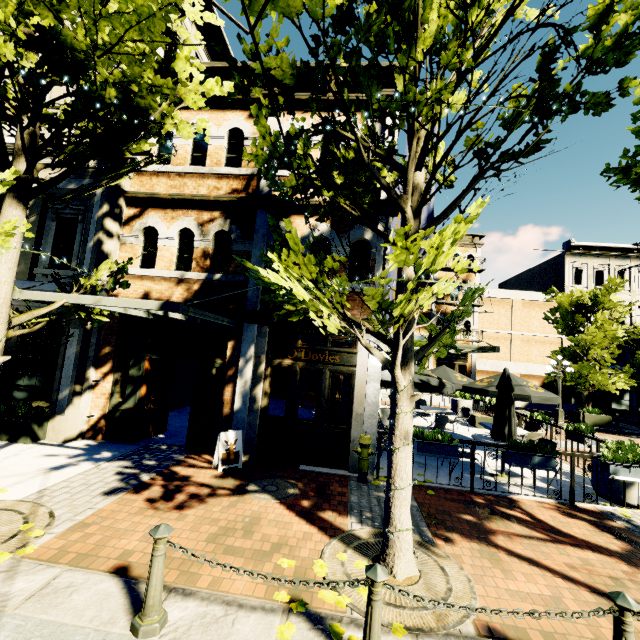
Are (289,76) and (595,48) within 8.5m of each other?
yes

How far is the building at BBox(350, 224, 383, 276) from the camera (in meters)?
7.54

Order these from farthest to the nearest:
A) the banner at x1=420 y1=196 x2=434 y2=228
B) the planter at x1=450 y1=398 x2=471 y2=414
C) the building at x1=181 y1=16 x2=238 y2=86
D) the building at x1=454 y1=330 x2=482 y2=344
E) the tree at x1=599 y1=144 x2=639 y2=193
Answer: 1. the building at x1=454 y1=330 x2=482 y2=344
2. the planter at x1=450 y1=398 x2=471 y2=414
3. the building at x1=181 y1=16 x2=238 y2=86
4. the banner at x1=420 y1=196 x2=434 y2=228
5. the tree at x1=599 y1=144 x2=639 y2=193

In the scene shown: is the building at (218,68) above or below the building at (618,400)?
above

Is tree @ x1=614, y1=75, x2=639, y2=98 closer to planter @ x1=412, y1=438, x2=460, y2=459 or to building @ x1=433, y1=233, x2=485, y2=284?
building @ x1=433, y1=233, x2=485, y2=284

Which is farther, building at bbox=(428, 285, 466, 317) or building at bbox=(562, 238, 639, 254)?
building at bbox=(562, 238, 639, 254)

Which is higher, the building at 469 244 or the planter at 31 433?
the building at 469 244

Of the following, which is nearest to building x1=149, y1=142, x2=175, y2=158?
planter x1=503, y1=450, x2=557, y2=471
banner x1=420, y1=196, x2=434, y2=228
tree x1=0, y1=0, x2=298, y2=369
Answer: banner x1=420, y1=196, x2=434, y2=228
